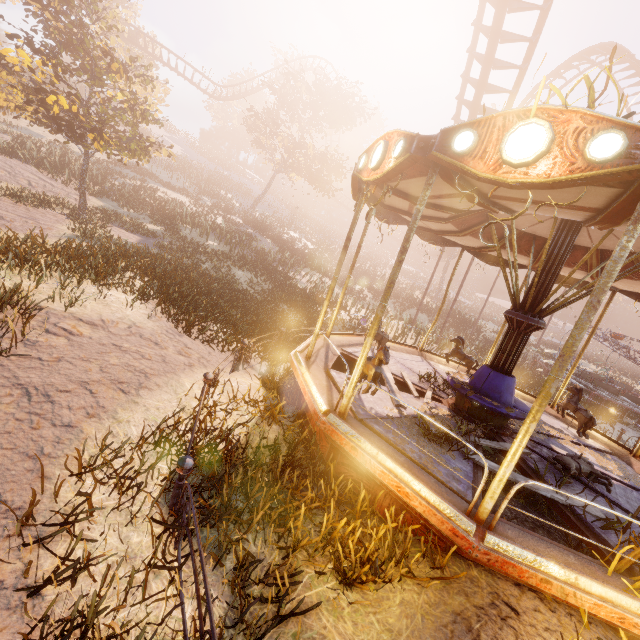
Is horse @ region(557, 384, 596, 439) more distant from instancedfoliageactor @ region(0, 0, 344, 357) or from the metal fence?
the metal fence

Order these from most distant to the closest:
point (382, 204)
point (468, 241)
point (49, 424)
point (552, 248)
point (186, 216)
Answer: point (186, 216) → point (468, 241) → point (382, 204) → point (552, 248) → point (49, 424)

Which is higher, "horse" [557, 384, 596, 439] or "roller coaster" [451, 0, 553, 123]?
"roller coaster" [451, 0, 553, 123]

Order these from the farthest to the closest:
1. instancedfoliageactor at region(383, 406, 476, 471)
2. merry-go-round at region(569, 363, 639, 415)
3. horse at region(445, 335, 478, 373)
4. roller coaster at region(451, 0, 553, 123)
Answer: merry-go-round at region(569, 363, 639, 415) < roller coaster at region(451, 0, 553, 123) < horse at region(445, 335, 478, 373) < instancedfoliageactor at region(383, 406, 476, 471)

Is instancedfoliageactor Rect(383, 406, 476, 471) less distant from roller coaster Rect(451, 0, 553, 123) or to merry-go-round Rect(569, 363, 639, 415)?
roller coaster Rect(451, 0, 553, 123)

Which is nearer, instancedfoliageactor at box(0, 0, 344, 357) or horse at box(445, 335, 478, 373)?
instancedfoliageactor at box(0, 0, 344, 357)

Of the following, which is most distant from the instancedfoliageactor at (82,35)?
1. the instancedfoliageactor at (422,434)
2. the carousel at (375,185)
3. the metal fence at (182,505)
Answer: the metal fence at (182,505)

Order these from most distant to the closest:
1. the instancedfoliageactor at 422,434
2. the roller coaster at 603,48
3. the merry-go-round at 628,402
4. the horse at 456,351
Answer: the roller coaster at 603,48 → the merry-go-round at 628,402 → the horse at 456,351 → the instancedfoliageactor at 422,434
